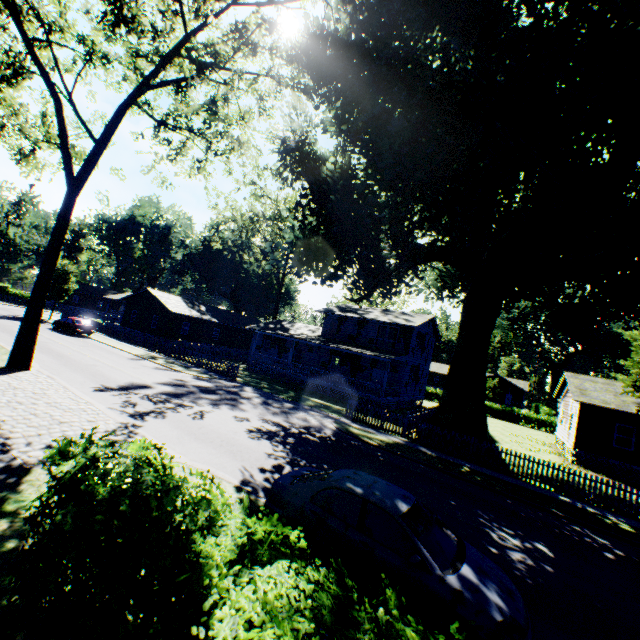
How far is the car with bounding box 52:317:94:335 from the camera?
31.4 meters

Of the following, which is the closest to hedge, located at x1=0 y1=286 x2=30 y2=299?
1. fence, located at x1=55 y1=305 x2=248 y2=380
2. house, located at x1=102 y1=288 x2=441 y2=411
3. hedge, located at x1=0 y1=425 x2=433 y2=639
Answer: fence, located at x1=55 y1=305 x2=248 y2=380

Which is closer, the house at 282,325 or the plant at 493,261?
the plant at 493,261

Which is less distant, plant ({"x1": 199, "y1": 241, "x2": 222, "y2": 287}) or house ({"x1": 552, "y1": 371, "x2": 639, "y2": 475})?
house ({"x1": 552, "y1": 371, "x2": 639, "y2": 475})

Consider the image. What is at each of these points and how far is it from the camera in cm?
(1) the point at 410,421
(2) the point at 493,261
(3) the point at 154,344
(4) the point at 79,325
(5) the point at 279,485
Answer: (1) fence, 1852
(2) plant, 1778
(3) fence, 3238
(4) car, 3141
(5) car, 683

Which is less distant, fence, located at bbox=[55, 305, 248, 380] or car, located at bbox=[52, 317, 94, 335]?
fence, located at bbox=[55, 305, 248, 380]

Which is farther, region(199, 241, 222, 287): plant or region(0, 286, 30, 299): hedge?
region(199, 241, 222, 287): plant

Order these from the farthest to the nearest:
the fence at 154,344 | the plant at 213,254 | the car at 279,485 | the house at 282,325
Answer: the plant at 213,254, the house at 282,325, the fence at 154,344, the car at 279,485
